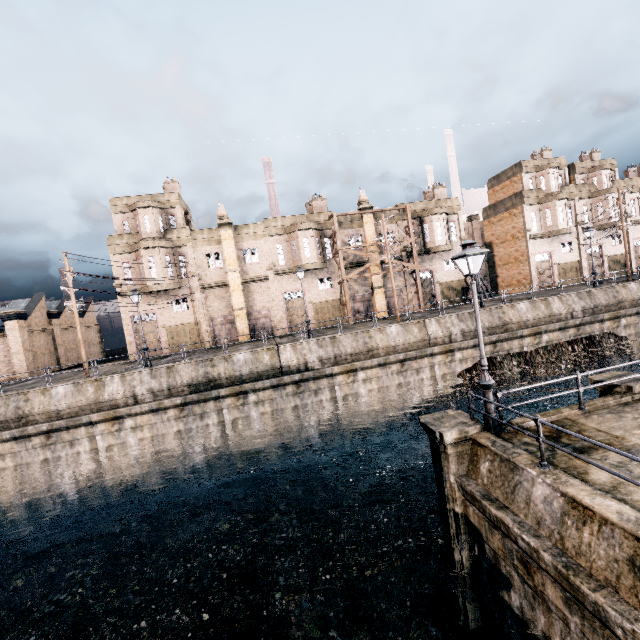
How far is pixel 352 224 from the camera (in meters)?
35.72

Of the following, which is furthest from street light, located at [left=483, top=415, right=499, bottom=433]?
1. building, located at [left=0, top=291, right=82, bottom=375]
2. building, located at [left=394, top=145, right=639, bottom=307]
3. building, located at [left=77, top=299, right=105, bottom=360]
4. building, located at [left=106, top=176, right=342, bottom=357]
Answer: building, located at [left=77, top=299, right=105, bottom=360]

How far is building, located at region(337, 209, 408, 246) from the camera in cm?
3559

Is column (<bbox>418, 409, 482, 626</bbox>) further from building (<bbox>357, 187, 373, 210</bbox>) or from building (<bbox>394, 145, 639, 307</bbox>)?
building (<bbox>394, 145, 639, 307</bbox>)

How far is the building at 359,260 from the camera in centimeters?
3562cm

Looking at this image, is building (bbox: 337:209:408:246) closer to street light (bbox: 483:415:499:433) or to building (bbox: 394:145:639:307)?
building (bbox: 394:145:639:307)

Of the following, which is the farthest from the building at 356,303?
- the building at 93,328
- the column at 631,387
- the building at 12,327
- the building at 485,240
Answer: the column at 631,387

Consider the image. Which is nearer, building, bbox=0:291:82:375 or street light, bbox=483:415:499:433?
street light, bbox=483:415:499:433
